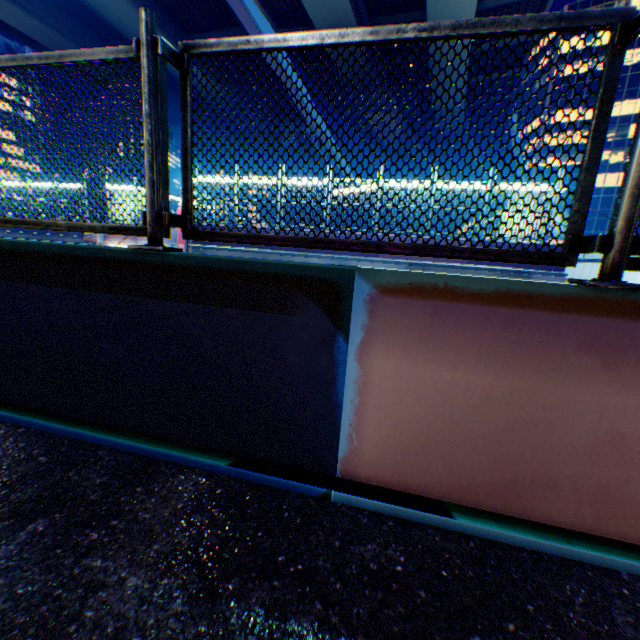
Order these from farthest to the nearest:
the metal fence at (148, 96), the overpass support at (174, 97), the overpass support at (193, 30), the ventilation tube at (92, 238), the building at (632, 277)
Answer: the overpass support at (174, 97), the ventilation tube at (92, 238), the overpass support at (193, 30), the building at (632, 277), the metal fence at (148, 96)

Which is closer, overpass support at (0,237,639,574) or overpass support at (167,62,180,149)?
overpass support at (0,237,639,574)

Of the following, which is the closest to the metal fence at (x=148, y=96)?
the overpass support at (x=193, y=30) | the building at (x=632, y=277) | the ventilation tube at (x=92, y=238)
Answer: the overpass support at (x=193, y=30)

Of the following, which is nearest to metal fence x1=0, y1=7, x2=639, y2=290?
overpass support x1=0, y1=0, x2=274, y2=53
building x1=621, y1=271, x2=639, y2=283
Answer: overpass support x1=0, y1=0, x2=274, y2=53

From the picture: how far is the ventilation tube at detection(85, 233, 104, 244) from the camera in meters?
19.6

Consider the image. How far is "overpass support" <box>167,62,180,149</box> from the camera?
24.3 meters

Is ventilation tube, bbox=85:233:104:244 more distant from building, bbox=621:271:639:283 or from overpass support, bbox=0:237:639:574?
building, bbox=621:271:639:283

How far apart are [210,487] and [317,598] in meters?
0.9
